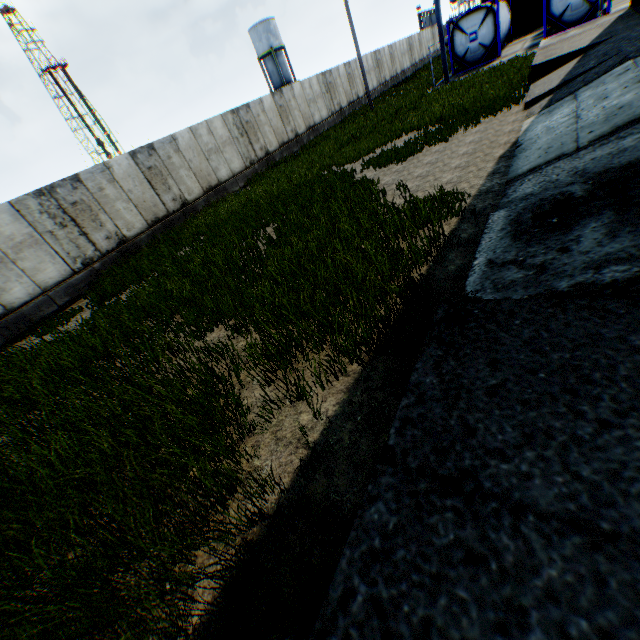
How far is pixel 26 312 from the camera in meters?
11.2

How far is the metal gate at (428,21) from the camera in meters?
50.6

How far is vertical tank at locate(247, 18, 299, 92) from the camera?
43.72m

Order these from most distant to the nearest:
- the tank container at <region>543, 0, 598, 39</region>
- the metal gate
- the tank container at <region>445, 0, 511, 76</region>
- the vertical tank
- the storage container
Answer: the metal gate, the vertical tank, the storage container, the tank container at <region>445, 0, 511, 76</region>, the tank container at <region>543, 0, 598, 39</region>

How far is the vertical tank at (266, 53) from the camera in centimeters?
4372cm

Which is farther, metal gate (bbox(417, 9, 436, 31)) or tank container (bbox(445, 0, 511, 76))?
metal gate (bbox(417, 9, 436, 31))

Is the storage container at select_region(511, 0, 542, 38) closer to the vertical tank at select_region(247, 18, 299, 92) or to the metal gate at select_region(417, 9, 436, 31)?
the vertical tank at select_region(247, 18, 299, 92)

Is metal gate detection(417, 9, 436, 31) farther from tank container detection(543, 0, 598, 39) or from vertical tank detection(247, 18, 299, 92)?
tank container detection(543, 0, 598, 39)
